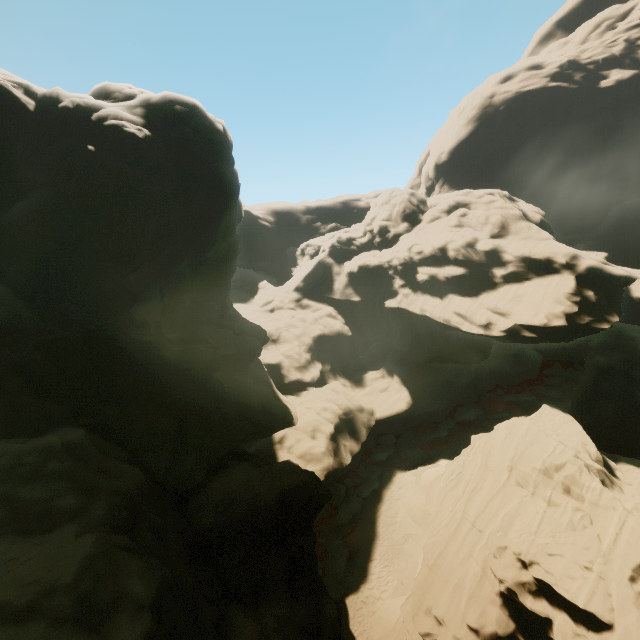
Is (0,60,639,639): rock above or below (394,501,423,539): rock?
above

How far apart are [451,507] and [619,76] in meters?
83.4 m

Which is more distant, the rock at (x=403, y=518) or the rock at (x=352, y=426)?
the rock at (x=403, y=518)

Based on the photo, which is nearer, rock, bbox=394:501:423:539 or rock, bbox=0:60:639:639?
rock, bbox=0:60:639:639

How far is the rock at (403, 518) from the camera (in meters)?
23.75

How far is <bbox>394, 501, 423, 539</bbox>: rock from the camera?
23.8m
